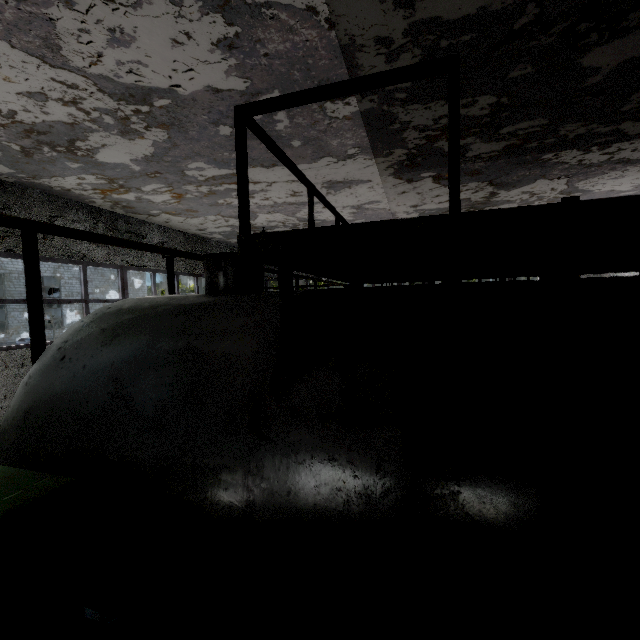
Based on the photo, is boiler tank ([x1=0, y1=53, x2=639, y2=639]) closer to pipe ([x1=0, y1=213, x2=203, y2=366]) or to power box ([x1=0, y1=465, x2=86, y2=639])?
power box ([x1=0, y1=465, x2=86, y2=639])

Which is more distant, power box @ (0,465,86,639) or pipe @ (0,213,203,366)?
pipe @ (0,213,203,366)

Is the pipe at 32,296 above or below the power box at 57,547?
above

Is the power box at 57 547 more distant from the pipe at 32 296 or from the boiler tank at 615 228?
the pipe at 32 296

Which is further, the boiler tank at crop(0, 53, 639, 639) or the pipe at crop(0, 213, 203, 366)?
the pipe at crop(0, 213, 203, 366)

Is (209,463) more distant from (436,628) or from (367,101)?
(367,101)

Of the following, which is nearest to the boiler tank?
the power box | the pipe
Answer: the power box
